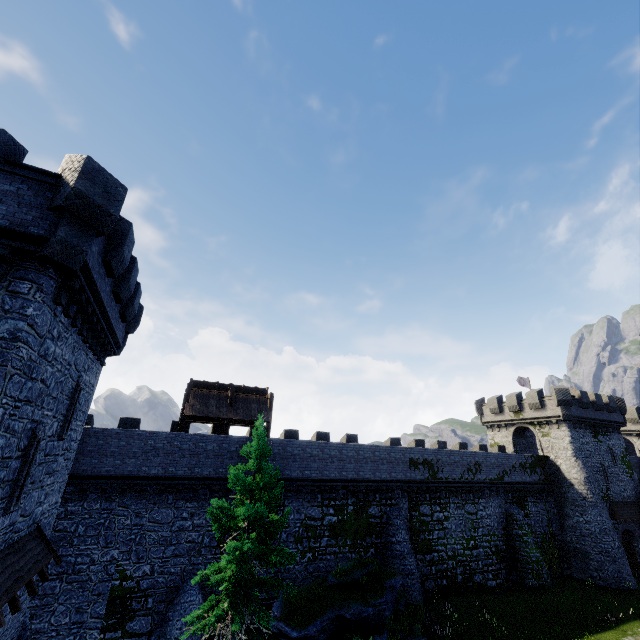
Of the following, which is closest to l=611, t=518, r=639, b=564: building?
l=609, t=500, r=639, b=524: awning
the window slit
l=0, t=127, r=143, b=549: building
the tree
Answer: l=609, t=500, r=639, b=524: awning

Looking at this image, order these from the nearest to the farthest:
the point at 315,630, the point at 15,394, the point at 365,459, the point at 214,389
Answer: the point at 15,394, the point at 315,630, the point at 214,389, the point at 365,459

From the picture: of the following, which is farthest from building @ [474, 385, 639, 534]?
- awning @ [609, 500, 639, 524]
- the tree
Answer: the tree

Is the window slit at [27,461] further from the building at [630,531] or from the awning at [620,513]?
the awning at [620,513]

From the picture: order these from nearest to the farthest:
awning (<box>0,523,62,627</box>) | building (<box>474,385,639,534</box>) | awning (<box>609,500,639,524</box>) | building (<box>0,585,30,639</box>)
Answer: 1. awning (<box>0,523,62,627</box>)
2. building (<box>0,585,30,639</box>)
3. awning (<box>609,500,639,524</box>)
4. building (<box>474,385,639,534</box>)

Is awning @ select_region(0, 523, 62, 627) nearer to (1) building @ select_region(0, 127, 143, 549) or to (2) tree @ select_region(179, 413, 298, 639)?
(1) building @ select_region(0, 127, 143, 549)

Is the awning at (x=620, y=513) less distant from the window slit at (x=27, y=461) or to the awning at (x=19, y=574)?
the awning at (x=19, y=574)
